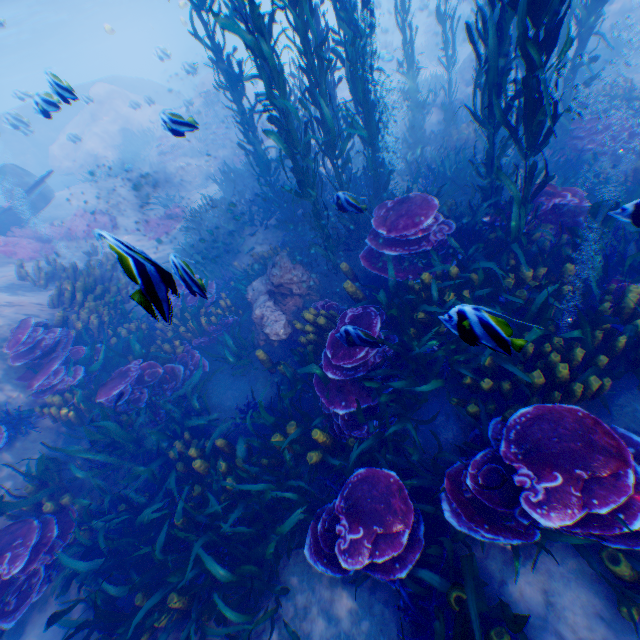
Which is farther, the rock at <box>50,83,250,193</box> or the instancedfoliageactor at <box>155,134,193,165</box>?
the rock at <box>50,83,250,193</box>

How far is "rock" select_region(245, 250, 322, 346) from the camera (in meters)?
6.34

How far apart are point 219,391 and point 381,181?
6.07m

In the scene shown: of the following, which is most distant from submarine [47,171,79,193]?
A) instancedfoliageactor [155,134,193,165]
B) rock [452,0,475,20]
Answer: instancedfoliageactor [155,134,193,165]

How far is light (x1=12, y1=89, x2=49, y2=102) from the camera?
4.7 meters

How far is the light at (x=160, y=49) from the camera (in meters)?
13.24

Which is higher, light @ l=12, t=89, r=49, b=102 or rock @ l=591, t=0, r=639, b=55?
light @ l=12, t=89, r=49, b=102
